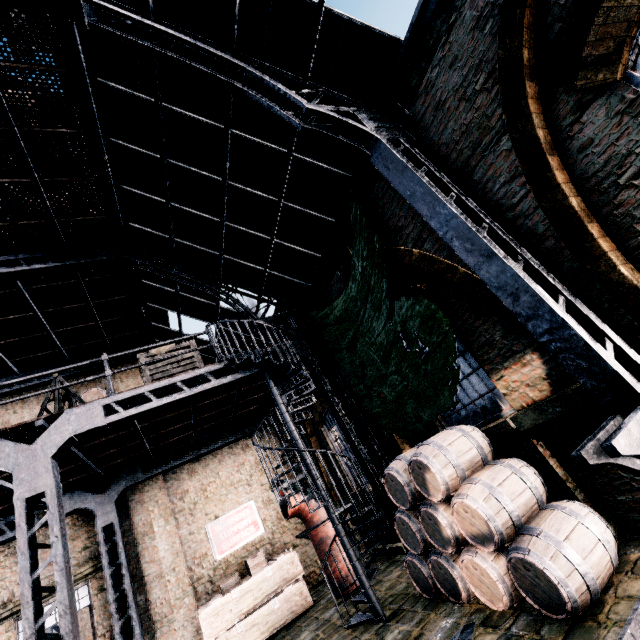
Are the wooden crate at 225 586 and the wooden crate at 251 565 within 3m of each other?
yes

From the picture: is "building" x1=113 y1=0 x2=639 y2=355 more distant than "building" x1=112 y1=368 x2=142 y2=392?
No

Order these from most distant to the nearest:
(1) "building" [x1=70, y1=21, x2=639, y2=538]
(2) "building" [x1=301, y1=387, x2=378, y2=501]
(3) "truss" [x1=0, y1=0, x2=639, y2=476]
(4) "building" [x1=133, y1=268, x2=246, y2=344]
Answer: (2) "building" [x1=301, y1=387, x2=378, y2=501] → (4) "building" [x1=133, y1=268, x2=246, y2=344] → (1) "building" [x1=70, y1=21, x2=639, y2=538] → (3) "truss" [x1=0, y1=0, x2=639, y2=476]

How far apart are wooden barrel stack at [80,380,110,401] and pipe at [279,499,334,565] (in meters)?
6.14

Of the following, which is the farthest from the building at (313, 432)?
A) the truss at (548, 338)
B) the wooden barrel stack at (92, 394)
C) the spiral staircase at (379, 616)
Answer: the wooden barrel stack at (92, 394)

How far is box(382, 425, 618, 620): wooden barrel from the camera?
3.9 meters

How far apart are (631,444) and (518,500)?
2.36m

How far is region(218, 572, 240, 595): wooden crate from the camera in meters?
9.9
